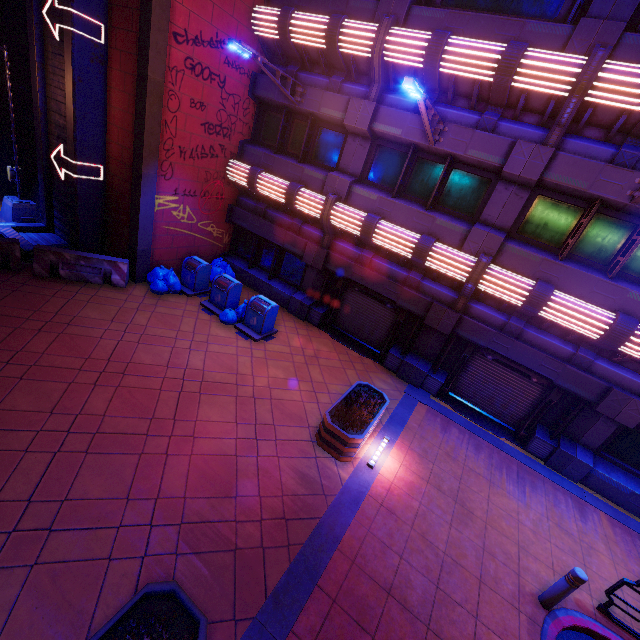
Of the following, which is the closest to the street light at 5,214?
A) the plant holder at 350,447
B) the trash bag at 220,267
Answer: the trash bag at 220,267

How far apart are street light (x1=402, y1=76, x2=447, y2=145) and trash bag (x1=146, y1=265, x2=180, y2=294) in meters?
8.9

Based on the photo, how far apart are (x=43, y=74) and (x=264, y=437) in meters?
13.2

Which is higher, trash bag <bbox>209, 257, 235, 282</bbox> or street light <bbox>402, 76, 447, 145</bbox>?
street light <bbox>402, 76, 447, 145</bbox>

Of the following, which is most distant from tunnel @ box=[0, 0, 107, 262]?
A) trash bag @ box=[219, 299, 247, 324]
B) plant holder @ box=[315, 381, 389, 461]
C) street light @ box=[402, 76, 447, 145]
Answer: plant holder @ box=[315, 381, 389, 461]

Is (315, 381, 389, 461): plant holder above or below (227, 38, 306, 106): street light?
below

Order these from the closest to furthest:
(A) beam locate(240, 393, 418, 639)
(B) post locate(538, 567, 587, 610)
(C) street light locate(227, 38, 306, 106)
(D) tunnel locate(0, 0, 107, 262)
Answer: (A) beam locate(240, 393, 418, 639)
(B) post locate(538, 567, 587, 610)
(C) street light locate(227, 38, 306, 106)
(D) tunnel locate(0, 0, 107, 262)

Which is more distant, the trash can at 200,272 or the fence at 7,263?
the trash can at 200,272
